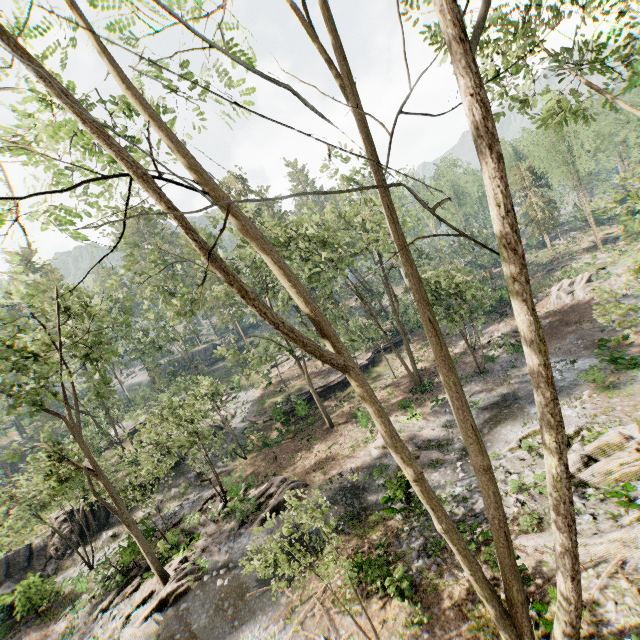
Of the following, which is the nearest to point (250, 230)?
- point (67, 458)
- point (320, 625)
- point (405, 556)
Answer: point (405, 556)

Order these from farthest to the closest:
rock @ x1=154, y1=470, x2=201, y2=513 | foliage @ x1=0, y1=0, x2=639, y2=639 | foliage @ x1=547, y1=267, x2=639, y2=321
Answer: rock @ x1=154, y1=470, x2=201, y2=513
foliage @ x1=547, y1=267, x2=639, y2=321
foliage @ x1=0, y1=0, x2=639, y2=639

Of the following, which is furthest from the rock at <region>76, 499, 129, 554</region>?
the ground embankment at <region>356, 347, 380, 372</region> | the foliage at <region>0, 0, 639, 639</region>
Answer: the ground embankment at <region>356, 347, 380, 372</region>

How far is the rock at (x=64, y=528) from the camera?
25.8 meters

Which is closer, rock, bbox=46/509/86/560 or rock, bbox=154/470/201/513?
rock, bbox=46/509/86/560

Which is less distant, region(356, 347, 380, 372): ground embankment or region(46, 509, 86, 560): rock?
region(46, 509, 86, 560): rock

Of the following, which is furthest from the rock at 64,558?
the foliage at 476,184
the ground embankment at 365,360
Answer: the ground embankment at 365,360
